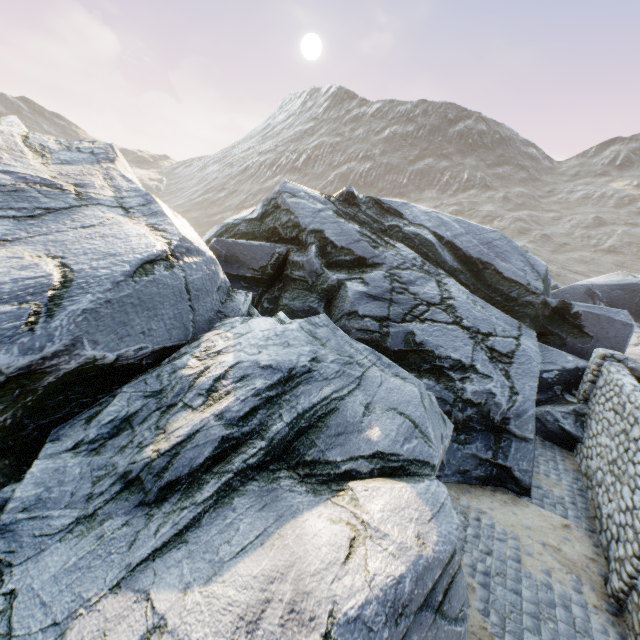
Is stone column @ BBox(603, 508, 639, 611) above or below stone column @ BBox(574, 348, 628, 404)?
below

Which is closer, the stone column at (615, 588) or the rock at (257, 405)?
the rock at (257, 405)

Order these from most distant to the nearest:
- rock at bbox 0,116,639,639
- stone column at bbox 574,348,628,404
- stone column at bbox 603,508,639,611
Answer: stone column at bbox 574,348,628,404 < stone column at bbox 603,508,639,611 < rock at bbox 0,116,639,639

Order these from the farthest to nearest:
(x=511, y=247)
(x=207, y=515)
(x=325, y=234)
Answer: (x=511, y=247), (x=325, y=234), (x=207, y=515)

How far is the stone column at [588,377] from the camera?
9.7 meters

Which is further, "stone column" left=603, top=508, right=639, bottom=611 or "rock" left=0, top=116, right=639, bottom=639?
"stone column" left=603, top=508, right=639, bottom=611

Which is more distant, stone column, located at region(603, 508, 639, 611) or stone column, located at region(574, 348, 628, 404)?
stone column, located at region(574, 348, 628, 404)

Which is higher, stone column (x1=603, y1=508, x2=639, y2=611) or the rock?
the rock
